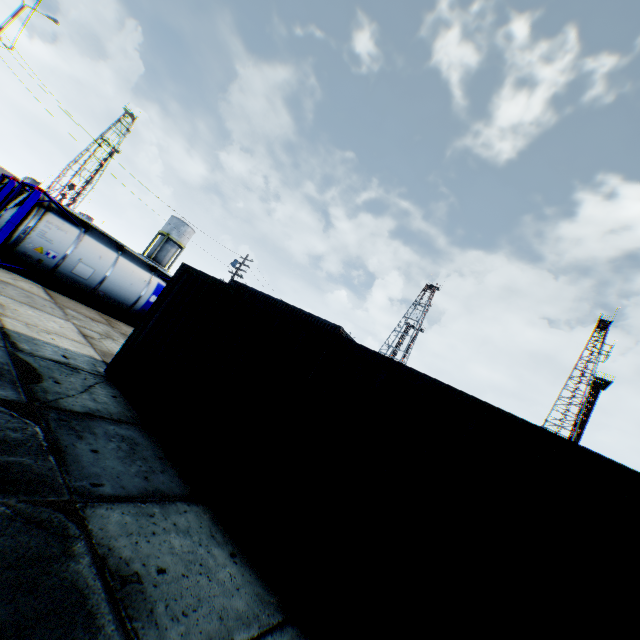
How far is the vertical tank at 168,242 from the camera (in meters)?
48.22

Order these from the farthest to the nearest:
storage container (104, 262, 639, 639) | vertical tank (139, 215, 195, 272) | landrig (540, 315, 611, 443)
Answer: A: landrig (540, 315, 611, 443), vertical tank (139, 215, 195, 272), storage container (104, 262, 639, 639)

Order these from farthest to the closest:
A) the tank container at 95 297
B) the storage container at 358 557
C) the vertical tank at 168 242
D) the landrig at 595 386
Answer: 1. the landrig at 595 386
2. the vertical tank at 168 242
3. the tank container at 95 297
4. the storage container at 358 557

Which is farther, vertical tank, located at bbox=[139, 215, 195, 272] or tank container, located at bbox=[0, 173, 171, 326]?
vertical tank, located at bbox=[139, 215, 195, 272]

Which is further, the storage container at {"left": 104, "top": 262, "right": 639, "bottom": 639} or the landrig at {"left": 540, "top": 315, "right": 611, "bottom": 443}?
the landrig at {"left": 540, "top": 315, "right": 611, "bottom": 443}

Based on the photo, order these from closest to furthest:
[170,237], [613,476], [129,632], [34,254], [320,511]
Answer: [129,632]
[613,476]
[320,511]
[34,254]
[170,237]

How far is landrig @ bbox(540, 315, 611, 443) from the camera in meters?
48.9

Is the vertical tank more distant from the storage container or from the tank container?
the storage container
